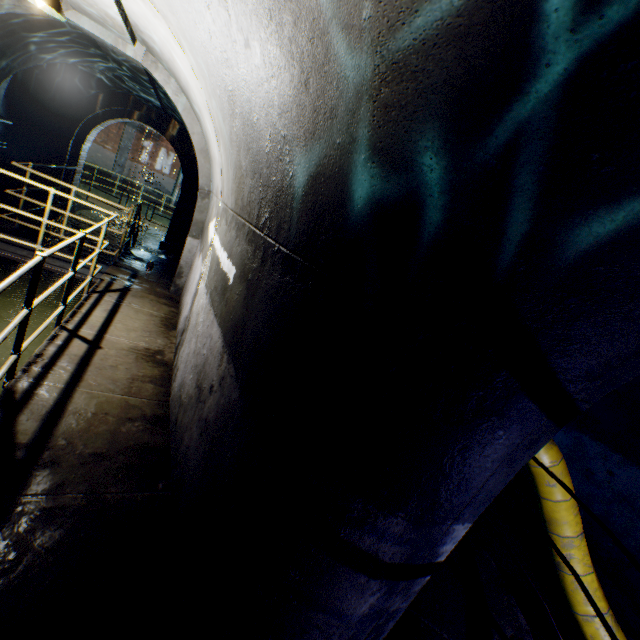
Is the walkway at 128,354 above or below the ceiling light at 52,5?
below

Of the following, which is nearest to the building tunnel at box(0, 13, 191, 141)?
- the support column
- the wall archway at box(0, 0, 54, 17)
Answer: the wall archway at box(0, 0, 54, 17)

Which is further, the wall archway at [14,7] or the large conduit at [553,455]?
the wall archway at [14,7]

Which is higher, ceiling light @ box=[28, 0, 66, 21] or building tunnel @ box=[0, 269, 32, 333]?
ceiling light @ box=[28, 0, 66, 21]

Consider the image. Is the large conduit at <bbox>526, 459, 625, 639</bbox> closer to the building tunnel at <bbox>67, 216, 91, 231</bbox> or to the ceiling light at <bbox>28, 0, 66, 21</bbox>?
the building tunnel at <bbox>67, 216, 91, 231</bbox>

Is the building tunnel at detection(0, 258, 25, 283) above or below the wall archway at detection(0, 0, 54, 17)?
below

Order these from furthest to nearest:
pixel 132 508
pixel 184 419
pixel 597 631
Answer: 1. pixel 597 631
2. pixel 184 419
3. pixel 132 508

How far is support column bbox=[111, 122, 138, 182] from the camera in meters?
22.0 m
